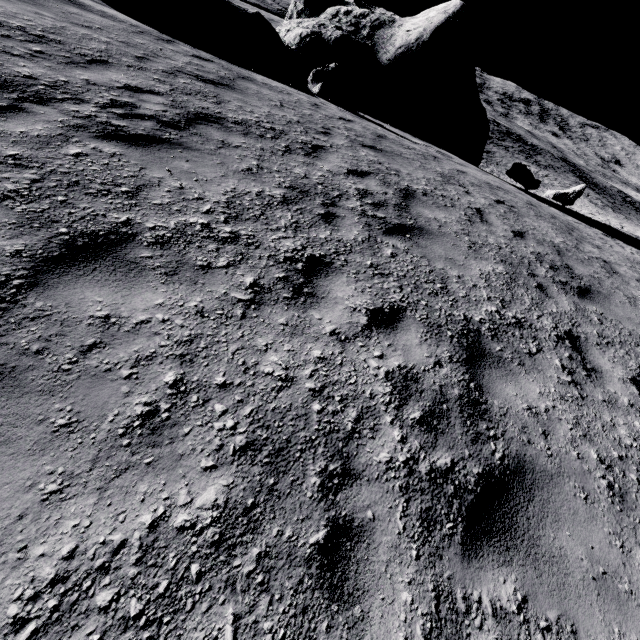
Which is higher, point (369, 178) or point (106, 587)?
point (369, 178)

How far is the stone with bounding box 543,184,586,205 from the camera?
20.1 meters

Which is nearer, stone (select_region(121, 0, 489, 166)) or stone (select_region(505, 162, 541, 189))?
stone (select_region(121, 0, 489, 166))

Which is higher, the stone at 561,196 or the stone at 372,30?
the stone at 372,30

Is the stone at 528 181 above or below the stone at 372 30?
below

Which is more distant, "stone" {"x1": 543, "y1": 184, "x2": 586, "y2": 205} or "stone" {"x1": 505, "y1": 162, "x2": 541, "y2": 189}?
"stone" {"x1": 543, "y1": 184, "x2": 586, "y2": 205}

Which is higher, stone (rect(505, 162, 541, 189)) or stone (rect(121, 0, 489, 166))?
stone (rect(121, 0, 489, 166))
